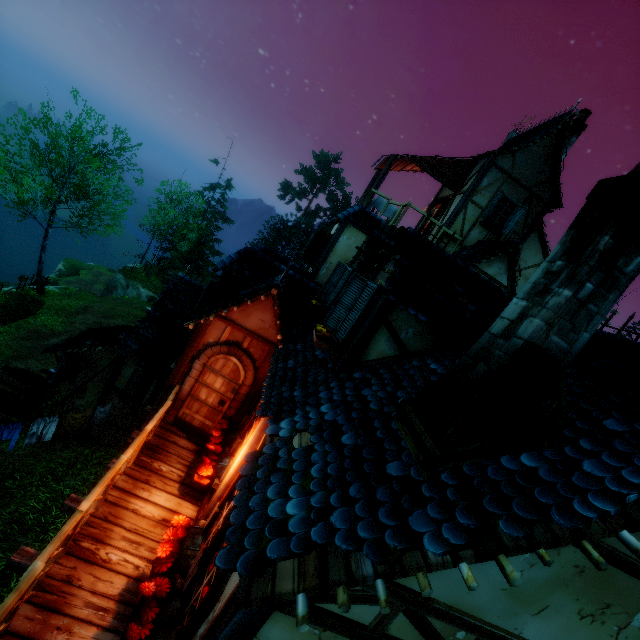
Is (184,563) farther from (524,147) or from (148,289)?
(148,289)

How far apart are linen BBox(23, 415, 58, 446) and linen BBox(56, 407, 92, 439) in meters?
0.2

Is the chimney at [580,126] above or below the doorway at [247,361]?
above

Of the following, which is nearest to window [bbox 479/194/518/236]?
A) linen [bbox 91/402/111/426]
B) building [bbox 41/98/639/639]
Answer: building [bbox 41/98/639/639]

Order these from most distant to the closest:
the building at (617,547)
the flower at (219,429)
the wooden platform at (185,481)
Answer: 1. the flower at (219,429)
2. the wooden platform at (185,481)
3. the building at (617,547)

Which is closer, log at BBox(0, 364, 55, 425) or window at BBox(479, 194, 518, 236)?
log at BBox(0, 364, 55, 425)

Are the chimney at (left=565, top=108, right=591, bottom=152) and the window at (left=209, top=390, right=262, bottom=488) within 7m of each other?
no

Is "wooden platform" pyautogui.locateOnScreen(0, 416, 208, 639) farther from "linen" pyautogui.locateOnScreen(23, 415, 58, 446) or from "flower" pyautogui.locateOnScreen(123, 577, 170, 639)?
"linen" pyautogui.locateOnScreen(23, 415, 58, 446)
